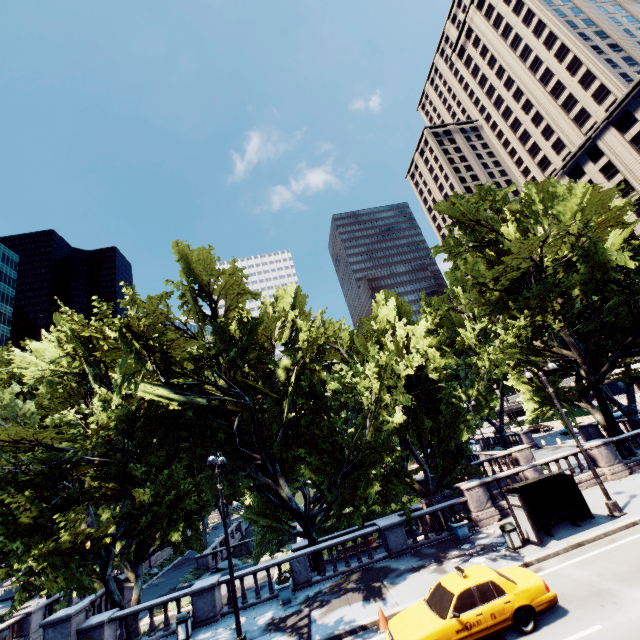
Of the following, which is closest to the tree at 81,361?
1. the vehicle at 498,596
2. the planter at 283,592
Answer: the planter at 283,592

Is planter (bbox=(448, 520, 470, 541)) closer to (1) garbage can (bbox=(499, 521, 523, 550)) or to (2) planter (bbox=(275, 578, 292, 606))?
(1) garbage can (bbox=(499, 521, 523, 550))

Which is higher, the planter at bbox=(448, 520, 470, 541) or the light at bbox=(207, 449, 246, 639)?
the light at bbox=(207, 449, 246, 639)

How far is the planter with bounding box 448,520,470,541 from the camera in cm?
1717

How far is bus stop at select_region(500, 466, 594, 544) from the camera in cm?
1459

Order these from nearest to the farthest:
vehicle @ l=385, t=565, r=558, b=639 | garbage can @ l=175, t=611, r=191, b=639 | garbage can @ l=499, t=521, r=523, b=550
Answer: vehicle @ l=385, t=565, r=558, b=639, garbage can @ l=499, t=521, r=523, b=550, garbage can @ l=175, t=611, r=191, b=639

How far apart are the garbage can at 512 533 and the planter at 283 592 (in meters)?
10.41

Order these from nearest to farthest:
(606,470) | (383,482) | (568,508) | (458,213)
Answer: (568,508), (383,482), (606,470), (458,213)
